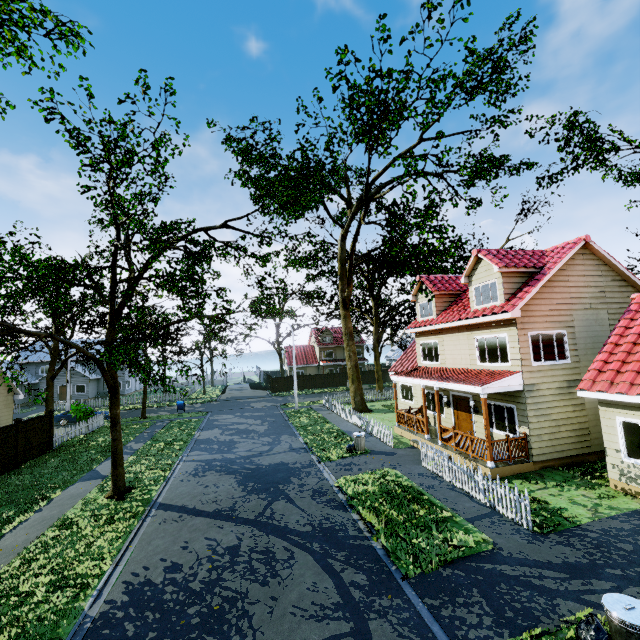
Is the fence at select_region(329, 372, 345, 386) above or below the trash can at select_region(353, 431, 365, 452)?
above

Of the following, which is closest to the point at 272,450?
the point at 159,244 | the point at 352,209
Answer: the point at 159,244

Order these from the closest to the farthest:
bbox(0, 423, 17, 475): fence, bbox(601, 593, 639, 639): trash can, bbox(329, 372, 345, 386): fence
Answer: bbox(601, 593, 639, 639): trash can → bbox(0, 423, 17, 475): fence → bbox(329, 372, 345, 386): fence

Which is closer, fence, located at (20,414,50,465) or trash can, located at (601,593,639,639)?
trash can, located at (601,593,639,639)

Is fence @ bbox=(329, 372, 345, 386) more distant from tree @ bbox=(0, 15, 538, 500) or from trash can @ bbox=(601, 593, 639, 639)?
trash can @ bbox=(601, 593, 639, 639)

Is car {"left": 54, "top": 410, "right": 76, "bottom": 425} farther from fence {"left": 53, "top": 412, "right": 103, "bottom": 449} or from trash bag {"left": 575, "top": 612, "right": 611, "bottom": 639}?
trash bag {"left": 575, "top": 612, "right": 611, "bottom": 639}

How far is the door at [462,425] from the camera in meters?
16.1

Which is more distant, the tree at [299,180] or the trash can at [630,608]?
the tree at [299,180]
